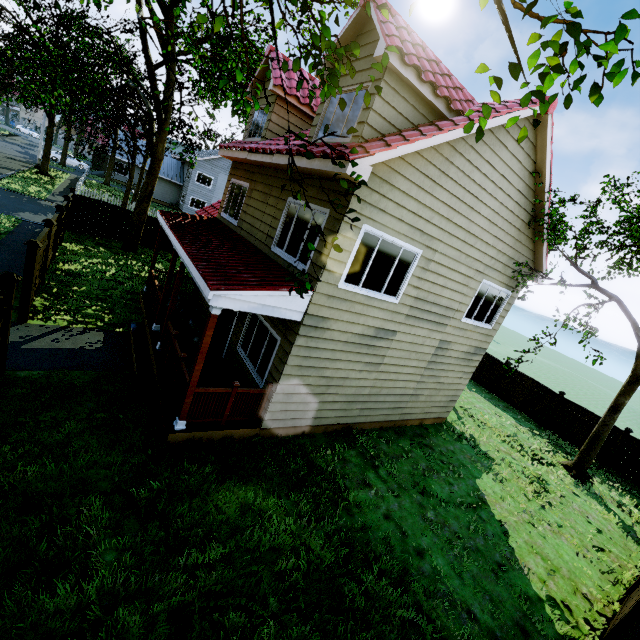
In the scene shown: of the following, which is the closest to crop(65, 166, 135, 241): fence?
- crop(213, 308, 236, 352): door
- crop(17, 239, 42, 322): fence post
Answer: crop(17, 239, 42, 322): fence post

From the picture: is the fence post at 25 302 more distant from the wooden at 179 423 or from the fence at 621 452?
the wooden at 179 423

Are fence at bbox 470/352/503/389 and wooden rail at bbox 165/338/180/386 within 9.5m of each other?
no

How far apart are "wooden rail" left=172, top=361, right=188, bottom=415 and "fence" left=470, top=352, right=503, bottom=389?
16.9m

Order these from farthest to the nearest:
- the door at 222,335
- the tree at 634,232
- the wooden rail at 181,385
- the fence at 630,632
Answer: the tree at 634,232
the door at 222,335
the wooden rail at 181,385
the fence at 630,632

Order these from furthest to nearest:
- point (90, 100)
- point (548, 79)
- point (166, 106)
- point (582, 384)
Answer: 1. point (582, 384)
2. point (90, 100)
3. point (166, 106)
4. point (548, 79)

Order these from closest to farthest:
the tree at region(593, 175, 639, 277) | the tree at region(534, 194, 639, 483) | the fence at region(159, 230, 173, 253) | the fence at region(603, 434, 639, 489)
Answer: the tree at region(534, 194, 639, 483)
the tree at region(593, 175, 639, 277)
the fence at region(603, 434, 639, 489)
the fence at region(159, 230, 173, 253)

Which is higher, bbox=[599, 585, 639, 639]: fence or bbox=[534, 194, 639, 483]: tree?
bbox=[599, 585, 639, 639]: fence
